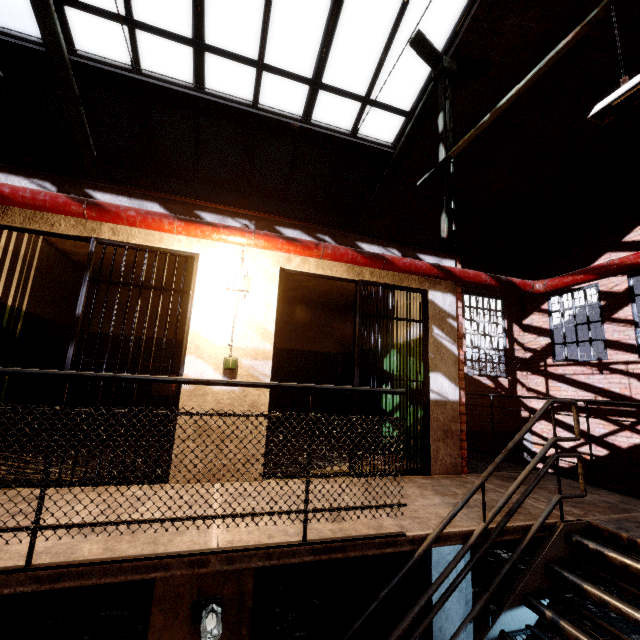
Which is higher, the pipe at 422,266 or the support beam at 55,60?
the support beam at 55,60

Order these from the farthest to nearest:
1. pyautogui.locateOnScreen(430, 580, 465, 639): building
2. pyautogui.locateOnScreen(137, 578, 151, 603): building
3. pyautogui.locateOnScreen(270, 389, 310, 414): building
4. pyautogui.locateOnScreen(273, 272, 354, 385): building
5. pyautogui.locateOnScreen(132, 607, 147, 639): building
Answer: pyautogui.locateOnScreen(270, 389, 310, 414): building, pyautogui.locateOnScreen(273, 272, 354, 385): building, pyautogui.locateOnScreen(137, 578, 151, 603): building, pyautogui.locateOnScreen(132, 607, 147, 639): building, pyautogui.locateOnScreen(430, 580, 465, 639): building

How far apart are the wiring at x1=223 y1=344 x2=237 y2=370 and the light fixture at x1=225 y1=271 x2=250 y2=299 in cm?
5

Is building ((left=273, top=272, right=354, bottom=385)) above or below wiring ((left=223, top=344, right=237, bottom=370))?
above

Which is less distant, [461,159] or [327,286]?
[327,286]

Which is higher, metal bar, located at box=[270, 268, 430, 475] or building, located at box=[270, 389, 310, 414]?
metal bar, located at box=[270, 268, 430, 475]

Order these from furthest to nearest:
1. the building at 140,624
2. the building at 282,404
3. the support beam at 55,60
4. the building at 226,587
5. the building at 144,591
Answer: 1. the building at 282,404
2. the building at 144,591
3. the building at 140,624
4. the support beam at 55,60
5. the building at 226,587

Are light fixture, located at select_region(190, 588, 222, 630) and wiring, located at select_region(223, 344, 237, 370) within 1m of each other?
no
